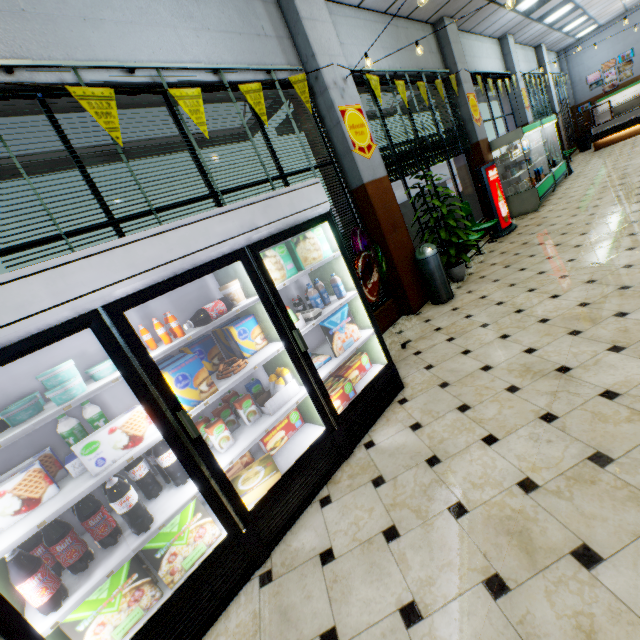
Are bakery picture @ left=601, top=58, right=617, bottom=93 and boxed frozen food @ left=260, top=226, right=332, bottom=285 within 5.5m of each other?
no

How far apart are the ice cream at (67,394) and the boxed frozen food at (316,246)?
1.4 meters

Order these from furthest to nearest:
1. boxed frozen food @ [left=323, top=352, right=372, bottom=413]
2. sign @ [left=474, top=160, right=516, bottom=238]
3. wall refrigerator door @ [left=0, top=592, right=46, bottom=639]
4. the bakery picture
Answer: the bakery picture, sign @ [left=474, top=160, right=516, bottom=238], boxed frozen food @ [left=323, top=352, right=372, bottom=413], wall refrigerator door @ [left=0, top=592, right=46, bottom=639]

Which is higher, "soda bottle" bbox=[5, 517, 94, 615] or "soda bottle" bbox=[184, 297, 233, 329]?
"soda bottle" bbox=[184, 297, 233, 329]

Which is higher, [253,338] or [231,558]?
[253,338]

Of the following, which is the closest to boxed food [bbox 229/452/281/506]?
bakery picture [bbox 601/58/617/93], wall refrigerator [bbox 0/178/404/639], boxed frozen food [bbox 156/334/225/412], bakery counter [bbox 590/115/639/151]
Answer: wall refrigerator [bbox 0/178/404/639]

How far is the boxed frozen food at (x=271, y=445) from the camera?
2.8m

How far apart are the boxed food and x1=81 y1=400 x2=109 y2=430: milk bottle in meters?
1.1
